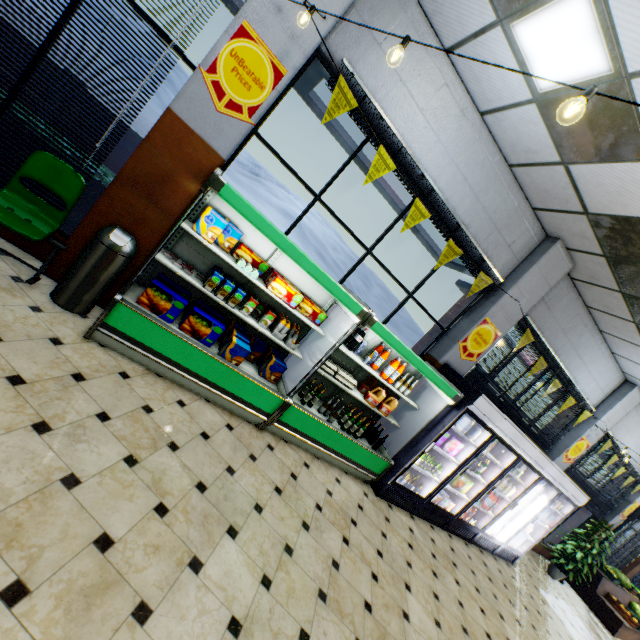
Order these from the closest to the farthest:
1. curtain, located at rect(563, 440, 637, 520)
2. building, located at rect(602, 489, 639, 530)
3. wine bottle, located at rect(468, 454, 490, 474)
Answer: wine bottle, located at rect(468, 454, 490, 474), curtain, located at rect(563, 440, 637, 520), building, located at rect(602, 489, 639, 530)

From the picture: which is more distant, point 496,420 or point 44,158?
point 496,420

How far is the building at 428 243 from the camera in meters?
6.3 m

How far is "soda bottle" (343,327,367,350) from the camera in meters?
4.6

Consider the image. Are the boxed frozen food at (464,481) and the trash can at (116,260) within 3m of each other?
no

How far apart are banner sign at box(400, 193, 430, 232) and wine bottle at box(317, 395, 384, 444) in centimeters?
280cm

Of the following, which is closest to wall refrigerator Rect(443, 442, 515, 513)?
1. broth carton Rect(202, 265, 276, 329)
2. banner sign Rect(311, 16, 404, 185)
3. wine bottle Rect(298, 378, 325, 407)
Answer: wine bottle Rect(298, 378, 325, 407)

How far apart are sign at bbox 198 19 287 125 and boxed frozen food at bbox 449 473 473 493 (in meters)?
6.29
